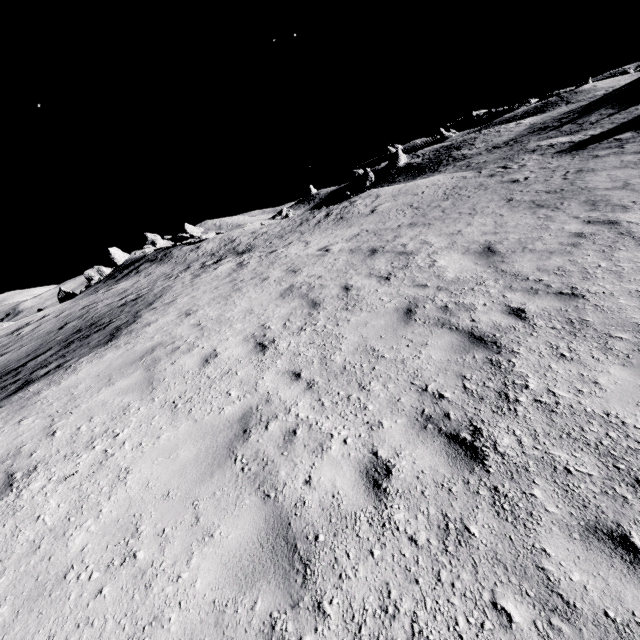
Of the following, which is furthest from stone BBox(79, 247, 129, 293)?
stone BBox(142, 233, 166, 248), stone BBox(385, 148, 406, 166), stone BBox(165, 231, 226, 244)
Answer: stone BBox(385, 148, 406, 166)

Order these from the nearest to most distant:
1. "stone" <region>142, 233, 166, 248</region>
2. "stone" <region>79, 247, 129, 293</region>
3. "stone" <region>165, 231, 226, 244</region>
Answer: "stone" <region>165, 231, 226, 244</region>, "stone" <region>79, 247, 129, 293</region>, "stone" <region>142, 233, 166, 248</region>

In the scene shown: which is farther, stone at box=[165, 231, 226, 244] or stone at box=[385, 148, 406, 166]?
stone at box=[385, 148, 406, 166]

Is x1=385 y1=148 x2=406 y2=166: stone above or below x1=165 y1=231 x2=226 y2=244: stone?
above

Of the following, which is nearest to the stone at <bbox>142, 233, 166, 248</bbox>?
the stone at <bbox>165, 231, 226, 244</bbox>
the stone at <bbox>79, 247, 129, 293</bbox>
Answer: the stone at <bbox>79, 247, 129, 293</bbox>

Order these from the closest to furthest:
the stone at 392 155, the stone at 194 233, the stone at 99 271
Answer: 1. the stone at 194 233
2. the stone at 99 271
3. the stone at 392 155

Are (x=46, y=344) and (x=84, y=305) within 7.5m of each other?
yes

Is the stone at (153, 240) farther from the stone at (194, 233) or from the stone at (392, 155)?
the stone at (392, 155)
